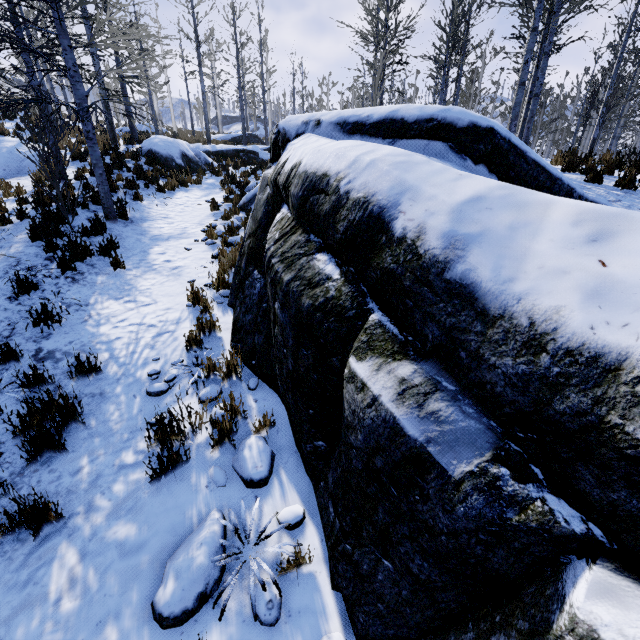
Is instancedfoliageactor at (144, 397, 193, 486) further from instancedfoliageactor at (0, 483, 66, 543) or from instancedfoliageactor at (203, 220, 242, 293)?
instancedfoliageactor at (203, 220, 242, 293)

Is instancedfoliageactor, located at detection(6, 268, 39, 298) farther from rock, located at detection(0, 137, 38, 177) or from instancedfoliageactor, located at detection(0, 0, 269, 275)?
rock, located at detection(0, 137, 38, 177)

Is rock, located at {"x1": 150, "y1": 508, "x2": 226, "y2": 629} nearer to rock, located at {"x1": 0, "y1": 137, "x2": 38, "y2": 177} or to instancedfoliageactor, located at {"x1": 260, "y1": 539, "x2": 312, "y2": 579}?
instancedfoliageactor, located at {"x1": 260, "y1": 539, "x2": 312, "y2": 579}

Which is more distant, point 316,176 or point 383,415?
point 316,176

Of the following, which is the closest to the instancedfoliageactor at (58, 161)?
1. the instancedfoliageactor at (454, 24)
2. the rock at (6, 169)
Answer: the rock at (6, 169)

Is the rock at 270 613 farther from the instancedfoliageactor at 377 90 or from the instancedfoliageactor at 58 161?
the instancedfoliageactor at 58 161

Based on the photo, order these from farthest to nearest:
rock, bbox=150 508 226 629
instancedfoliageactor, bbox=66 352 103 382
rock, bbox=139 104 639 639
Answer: instancedfoliageactor, bbox=66 352 103 382
rock, bbox=150 508 226 629
rock, bbox=139 104 639 639

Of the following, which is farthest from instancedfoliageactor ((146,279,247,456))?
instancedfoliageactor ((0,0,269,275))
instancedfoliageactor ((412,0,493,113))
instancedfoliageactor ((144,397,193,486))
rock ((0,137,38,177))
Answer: rock ((0,137,38,177))
